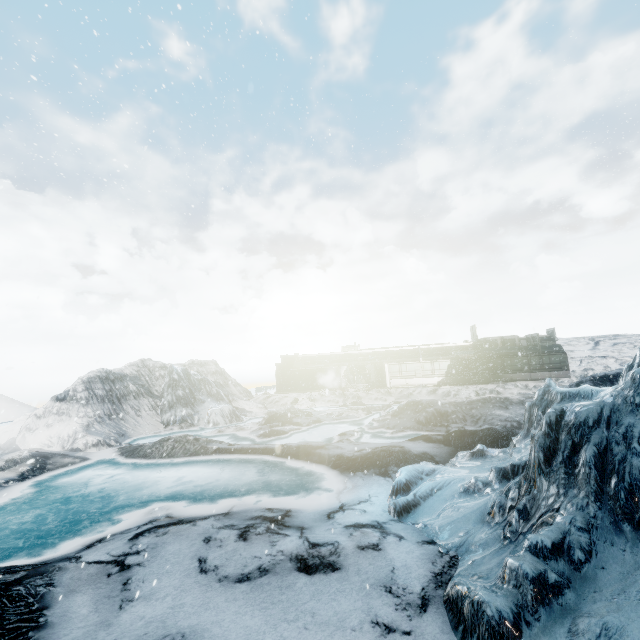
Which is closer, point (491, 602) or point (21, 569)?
point (491, 602)
